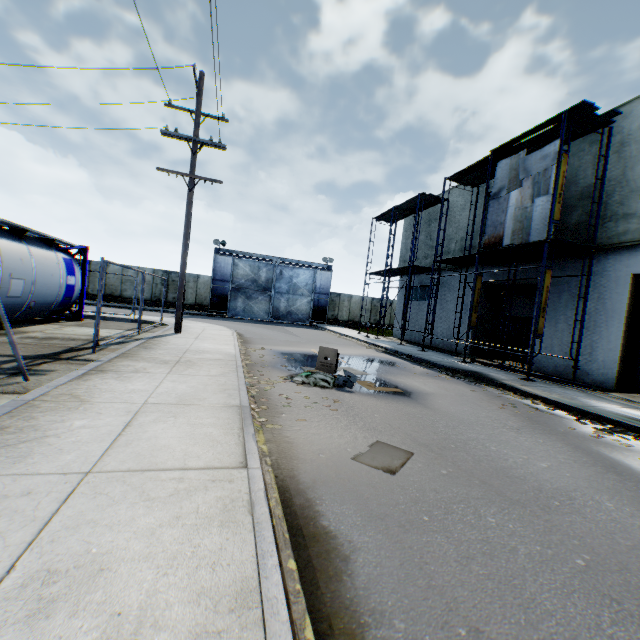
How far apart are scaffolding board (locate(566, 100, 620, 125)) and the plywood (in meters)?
0.72

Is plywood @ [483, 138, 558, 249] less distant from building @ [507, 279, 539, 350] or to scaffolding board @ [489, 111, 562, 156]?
scaffolding board @ [489, 111, 562, 156]

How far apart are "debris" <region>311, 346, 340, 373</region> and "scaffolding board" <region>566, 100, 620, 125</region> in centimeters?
1093cm

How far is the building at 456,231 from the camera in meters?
18.5

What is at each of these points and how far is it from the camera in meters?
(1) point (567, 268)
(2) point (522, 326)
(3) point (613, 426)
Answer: (1) building, 12.8
(2) building, 14.6
(3) leaf decal, 6.7

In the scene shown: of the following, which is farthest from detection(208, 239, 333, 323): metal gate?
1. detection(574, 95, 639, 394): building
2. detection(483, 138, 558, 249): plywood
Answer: detection(483, 138, 558, 249): plywood

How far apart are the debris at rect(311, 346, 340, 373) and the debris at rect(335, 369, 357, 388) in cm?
29

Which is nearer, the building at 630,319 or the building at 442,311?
the building at 630,319
